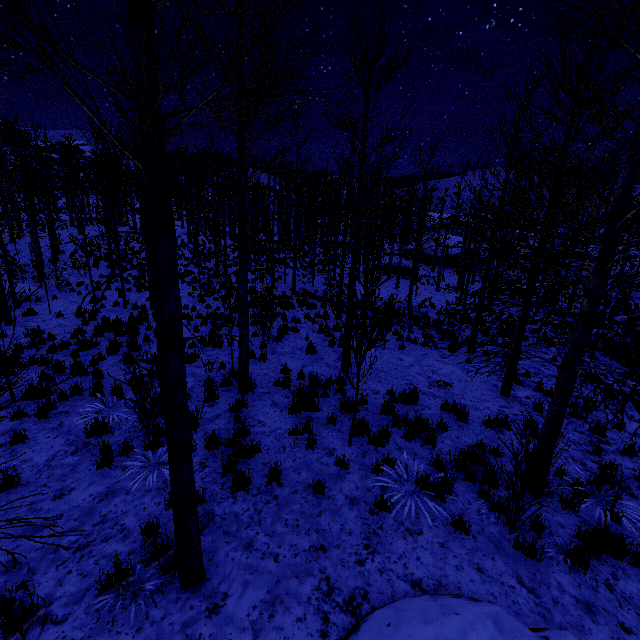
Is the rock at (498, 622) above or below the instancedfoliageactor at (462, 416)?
above

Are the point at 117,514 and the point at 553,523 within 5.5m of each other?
no

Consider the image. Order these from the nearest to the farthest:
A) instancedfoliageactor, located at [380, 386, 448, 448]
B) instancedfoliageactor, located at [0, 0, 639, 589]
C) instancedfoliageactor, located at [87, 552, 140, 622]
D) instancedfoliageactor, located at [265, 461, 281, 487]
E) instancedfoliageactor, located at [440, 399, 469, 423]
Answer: instancedfoliageactor, located at [0, 0, 639, 589], instancedfoliageactor, located at [87, 552, 140, 622], instancedfoliageactor, located at [265, 461, 281, 487], instancedfoliageactor, located at [380, 386, 448, 448], instancedfoliageactor, located at [440, 399, 469, 423]

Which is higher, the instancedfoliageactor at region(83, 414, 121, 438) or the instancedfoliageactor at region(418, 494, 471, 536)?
the instancedfoliageactor at region(83, 414, 121, 438)

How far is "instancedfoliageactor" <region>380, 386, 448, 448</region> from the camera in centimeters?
668cm

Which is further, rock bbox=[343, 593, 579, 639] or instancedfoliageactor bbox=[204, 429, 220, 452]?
instancedfoliageactor bbox=[204, 429, 220, 452]

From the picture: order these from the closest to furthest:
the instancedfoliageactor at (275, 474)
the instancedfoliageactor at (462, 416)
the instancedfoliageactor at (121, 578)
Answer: the instancedfoliageactor at (121, 578) → the instancedfoliageactor at (275, 474) → the instancedfoliageactor at (462, 416)
